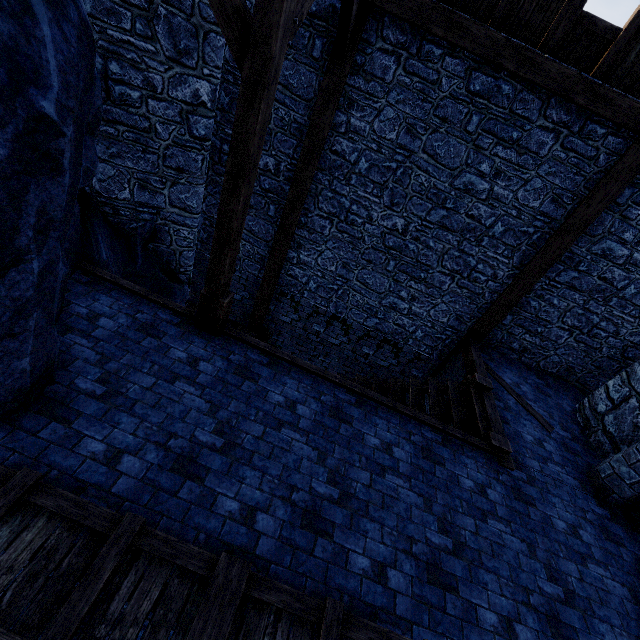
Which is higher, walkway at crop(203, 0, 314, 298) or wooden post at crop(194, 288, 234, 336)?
walkway at crop(203, 0, 314, 298)

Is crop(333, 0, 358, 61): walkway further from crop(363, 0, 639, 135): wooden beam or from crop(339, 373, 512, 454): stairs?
crop(339, 373, 512, 454): stairs

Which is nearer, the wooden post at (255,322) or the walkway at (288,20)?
A: the walkway at (288,20)

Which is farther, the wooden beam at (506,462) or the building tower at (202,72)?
the wooden beam at (506,462)

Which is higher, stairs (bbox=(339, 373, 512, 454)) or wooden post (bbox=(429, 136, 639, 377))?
wooden post (bbox=(429, 136, 639, 377))

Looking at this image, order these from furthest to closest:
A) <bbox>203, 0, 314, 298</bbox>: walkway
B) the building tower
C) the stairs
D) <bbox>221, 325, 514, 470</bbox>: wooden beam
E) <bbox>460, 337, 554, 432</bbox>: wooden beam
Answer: <bbox>460, 337, 554, 432</bbox>: wooden beam → the stairs → <bbox>221, 325, 514, 470</bbox>: wooden beam → the building tower → <bbox>203, 0, 314, 298</bbox>: walkway

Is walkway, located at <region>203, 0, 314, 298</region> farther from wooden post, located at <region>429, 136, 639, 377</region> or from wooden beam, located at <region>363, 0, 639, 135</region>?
wooden post, located at <region>429, 136, 639, 377</region>

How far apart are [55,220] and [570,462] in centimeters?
827cm
